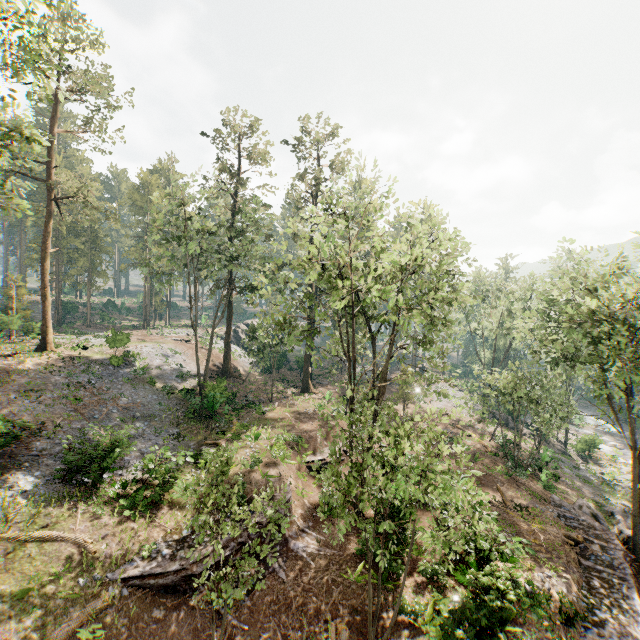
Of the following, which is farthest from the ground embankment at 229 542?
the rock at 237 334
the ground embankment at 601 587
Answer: the rock at 237 334

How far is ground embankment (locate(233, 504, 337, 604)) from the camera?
14.68m

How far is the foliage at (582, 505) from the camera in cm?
2159

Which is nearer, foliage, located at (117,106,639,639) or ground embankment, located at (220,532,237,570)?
foliage, located at (117,106,639,639)

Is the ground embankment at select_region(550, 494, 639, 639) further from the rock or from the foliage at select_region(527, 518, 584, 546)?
the rock

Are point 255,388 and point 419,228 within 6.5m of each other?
no

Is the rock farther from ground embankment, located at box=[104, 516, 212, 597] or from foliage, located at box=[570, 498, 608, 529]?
ground embankment, located at box=[104, 516, 212, 597]
